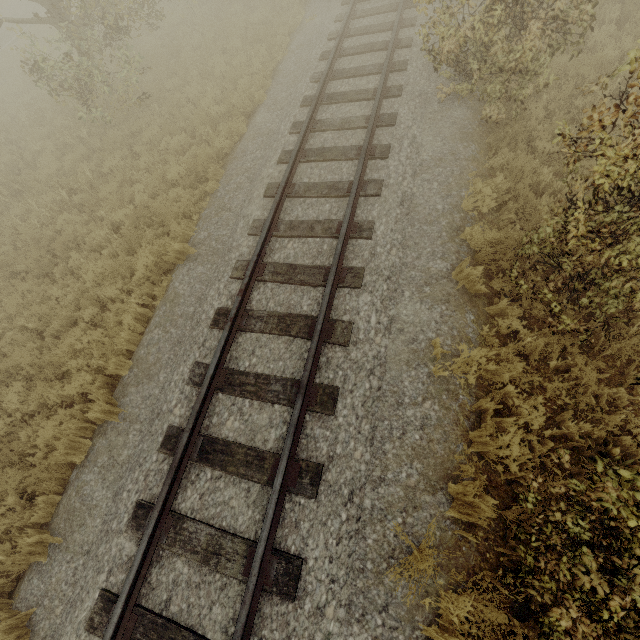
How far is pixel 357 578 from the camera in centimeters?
371cm

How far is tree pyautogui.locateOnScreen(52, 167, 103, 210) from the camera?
9.0m

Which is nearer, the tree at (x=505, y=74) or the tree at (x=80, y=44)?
the tree at (x=505, y=74)

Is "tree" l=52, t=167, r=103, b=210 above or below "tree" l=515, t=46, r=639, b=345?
below

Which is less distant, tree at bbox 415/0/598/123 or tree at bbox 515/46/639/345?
tree at bbox 515/46/639/345

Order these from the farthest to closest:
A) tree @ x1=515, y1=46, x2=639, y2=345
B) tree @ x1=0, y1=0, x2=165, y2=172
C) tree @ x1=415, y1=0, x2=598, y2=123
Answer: tree @ x1=0, y1=0, x2=165, y2=172 < tree @ x1=415, y1=0, x2=598, y2=123 < tree @ x1=515, y1=46, x2=639, y2=345

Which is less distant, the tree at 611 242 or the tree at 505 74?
the tree at 611 242
